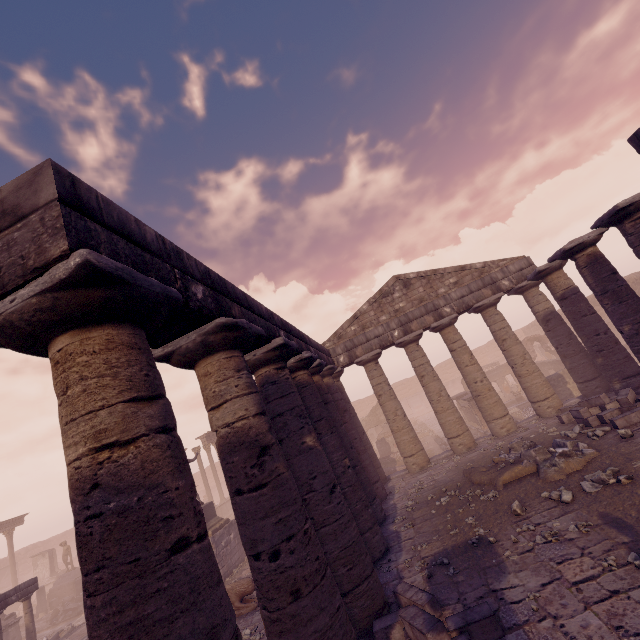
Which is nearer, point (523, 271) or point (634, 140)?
point (634, 140)

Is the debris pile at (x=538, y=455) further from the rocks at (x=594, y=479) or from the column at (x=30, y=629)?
the column at (x=30, y=629)

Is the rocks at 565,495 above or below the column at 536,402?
below

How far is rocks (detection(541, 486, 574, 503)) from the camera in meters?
6.8

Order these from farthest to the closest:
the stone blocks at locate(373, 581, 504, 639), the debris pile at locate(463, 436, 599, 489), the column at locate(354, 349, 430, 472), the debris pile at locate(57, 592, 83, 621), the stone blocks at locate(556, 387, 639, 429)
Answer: the debris pile at locate(57, 592, 83, 621) → the column at locate(354, 349, 430, 472) → the stone blocks at locate(556, 387, 639, 429) → the debris pile at locate(463, 436, 599, 489) → the stone blocks at locate(373, 581, 504, 639)

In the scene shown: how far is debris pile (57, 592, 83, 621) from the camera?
→ 20.2 meters

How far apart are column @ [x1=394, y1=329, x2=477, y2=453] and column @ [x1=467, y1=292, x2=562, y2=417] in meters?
2.5

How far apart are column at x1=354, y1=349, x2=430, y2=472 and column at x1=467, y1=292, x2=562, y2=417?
4.6 meters
